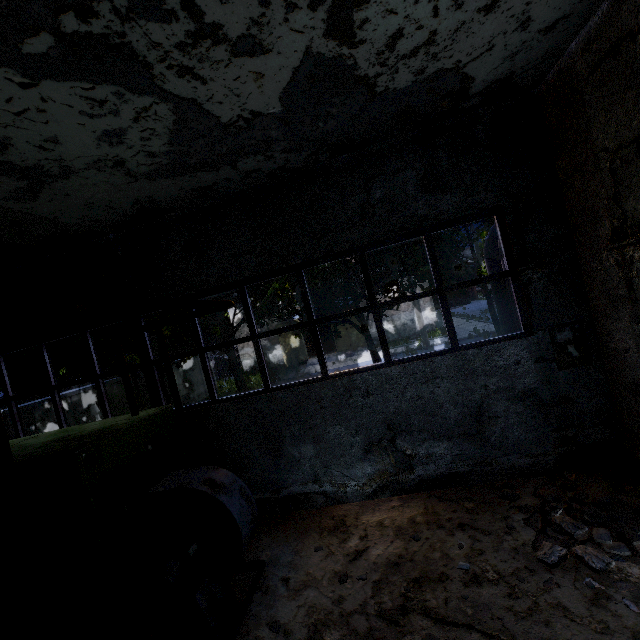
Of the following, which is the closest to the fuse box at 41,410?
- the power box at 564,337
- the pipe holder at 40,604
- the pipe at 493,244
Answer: the pipe at 493,244

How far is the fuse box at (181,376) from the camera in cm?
2234

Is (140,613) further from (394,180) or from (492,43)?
(492,43)

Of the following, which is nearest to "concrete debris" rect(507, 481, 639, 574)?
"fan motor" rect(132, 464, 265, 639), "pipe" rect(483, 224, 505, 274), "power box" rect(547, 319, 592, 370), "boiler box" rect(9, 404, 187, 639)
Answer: "pipe" rect(483, 224, 505, 274)

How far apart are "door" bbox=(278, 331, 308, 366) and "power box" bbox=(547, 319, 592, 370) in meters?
23.4

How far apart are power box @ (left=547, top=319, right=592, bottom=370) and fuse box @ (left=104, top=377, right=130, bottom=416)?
17.5m

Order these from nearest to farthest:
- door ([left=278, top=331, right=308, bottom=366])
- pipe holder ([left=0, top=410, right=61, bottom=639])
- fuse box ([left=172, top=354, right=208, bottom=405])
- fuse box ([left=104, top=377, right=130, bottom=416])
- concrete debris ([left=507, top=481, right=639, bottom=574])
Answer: pipe holder ([left=0, top=410, right=61, bottom=639]) < concrete debris ([left=507, top=481, right=639, bottom=574]) < fuse box ([left=104, top=377, right=130, bottom=416]) < fuse box ([left=172, top=354, right=208, bottom=405]) < door ([left=278, top=331, right=308, bottom=366])

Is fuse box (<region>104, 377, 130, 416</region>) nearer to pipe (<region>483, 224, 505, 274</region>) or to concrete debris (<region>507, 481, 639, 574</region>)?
pipe (<region>483, 224, 505, 274</region>)
